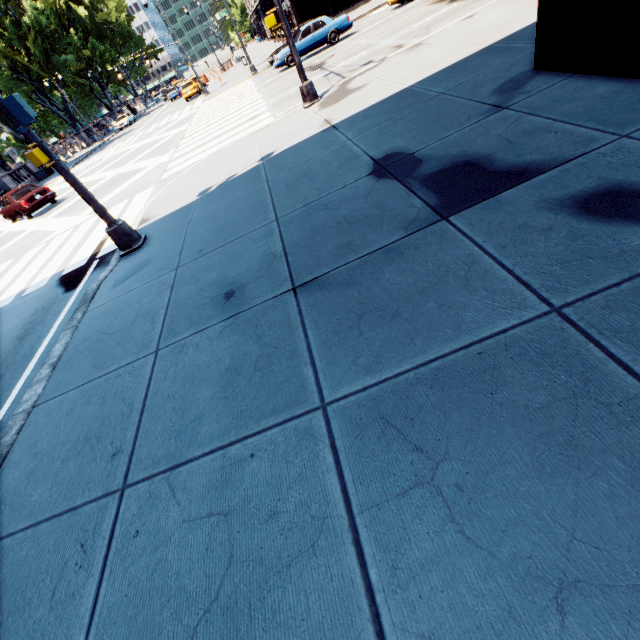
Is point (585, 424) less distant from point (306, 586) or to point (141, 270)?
point (306, 586)

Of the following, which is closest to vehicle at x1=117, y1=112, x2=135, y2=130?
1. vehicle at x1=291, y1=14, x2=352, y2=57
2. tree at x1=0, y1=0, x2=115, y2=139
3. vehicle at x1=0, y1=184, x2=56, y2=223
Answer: tree at x1=0, y1=0, x2=115, y2=139

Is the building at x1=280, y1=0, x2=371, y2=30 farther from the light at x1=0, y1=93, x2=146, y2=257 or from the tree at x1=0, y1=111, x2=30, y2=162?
the light at x1=0, y1=93, x2=146, y2=257

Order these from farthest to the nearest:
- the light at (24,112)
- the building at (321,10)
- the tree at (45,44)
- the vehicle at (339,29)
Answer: the tree at (45,44) < the building at (321,10) < the vehicle at (339,29) < the light at (24,112)

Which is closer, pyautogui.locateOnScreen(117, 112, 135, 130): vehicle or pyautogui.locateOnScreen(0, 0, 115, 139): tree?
pyautogui.locateOnScreen(0, 0, 115, 139): tree

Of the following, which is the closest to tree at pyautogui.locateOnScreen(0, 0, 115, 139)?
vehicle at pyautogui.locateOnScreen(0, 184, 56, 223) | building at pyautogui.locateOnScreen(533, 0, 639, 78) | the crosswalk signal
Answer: vehicle at pyautogui.locateOnScreen(0, 184, 56, 223)

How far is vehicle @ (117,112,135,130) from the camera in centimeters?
4556cm

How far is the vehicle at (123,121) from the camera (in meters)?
45.56
